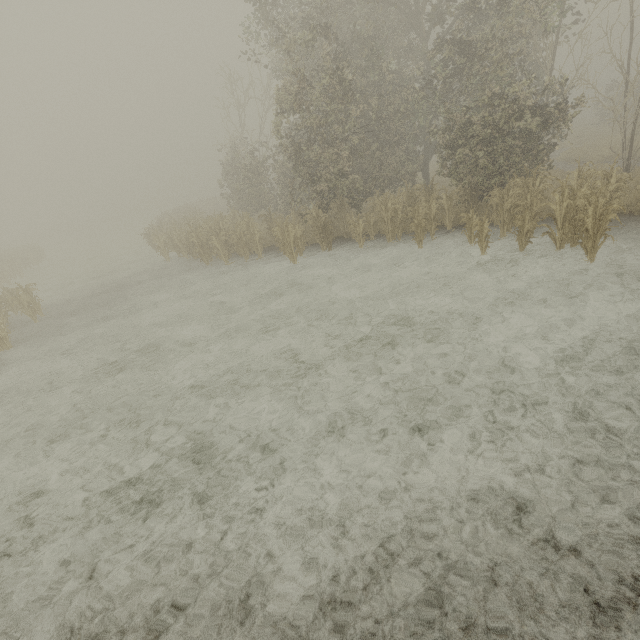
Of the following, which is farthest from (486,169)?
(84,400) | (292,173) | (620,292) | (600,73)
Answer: (84,400)
